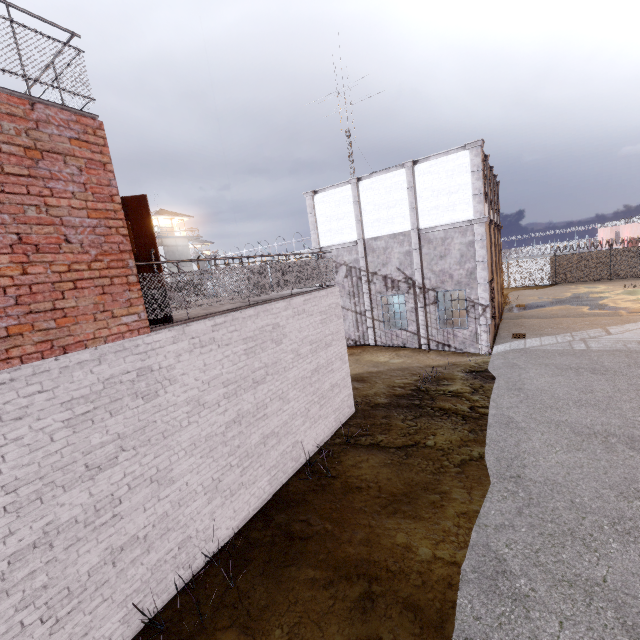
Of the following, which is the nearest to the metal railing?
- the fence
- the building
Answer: the fence

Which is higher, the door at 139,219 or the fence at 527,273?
the door at 139,219

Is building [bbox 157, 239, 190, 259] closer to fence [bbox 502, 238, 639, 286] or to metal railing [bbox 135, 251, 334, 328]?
fence [bbox 502, 238, 639, 286]

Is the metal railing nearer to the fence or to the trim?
the fence

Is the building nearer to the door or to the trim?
the trim

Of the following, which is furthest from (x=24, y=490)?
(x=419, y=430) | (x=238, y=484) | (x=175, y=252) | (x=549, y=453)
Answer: (x=175, y=252)

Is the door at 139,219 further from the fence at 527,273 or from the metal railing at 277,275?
the fence at 527,273
